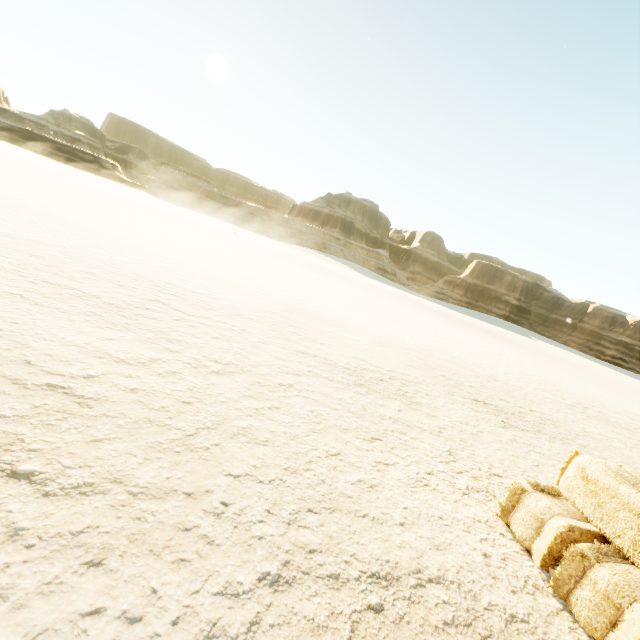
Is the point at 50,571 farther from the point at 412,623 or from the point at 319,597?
the point at 412,623
